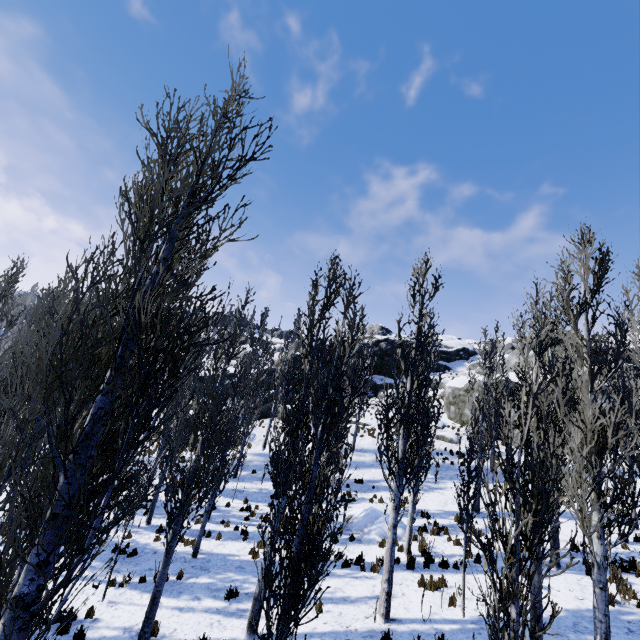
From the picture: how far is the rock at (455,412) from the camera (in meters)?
29.53

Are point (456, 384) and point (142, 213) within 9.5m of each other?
no

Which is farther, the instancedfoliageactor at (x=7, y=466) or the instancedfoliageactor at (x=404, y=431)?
the instancedfoliageactor at (x=404, y=431)

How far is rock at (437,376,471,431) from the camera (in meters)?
29.53

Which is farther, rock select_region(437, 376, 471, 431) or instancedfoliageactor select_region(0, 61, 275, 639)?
rock select_region(437, 376, 471, 431)

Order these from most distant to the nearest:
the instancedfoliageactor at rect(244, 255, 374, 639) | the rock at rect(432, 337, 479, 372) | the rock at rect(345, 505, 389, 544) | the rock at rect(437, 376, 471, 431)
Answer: the rock at rect(432, 337, 479, 372)
the rock at rect(437, 376, 471, 431)
the rock at rect(345, 505, 389, 544)
the instancedfoliageactor at rect(244, 255, 374, 639)
